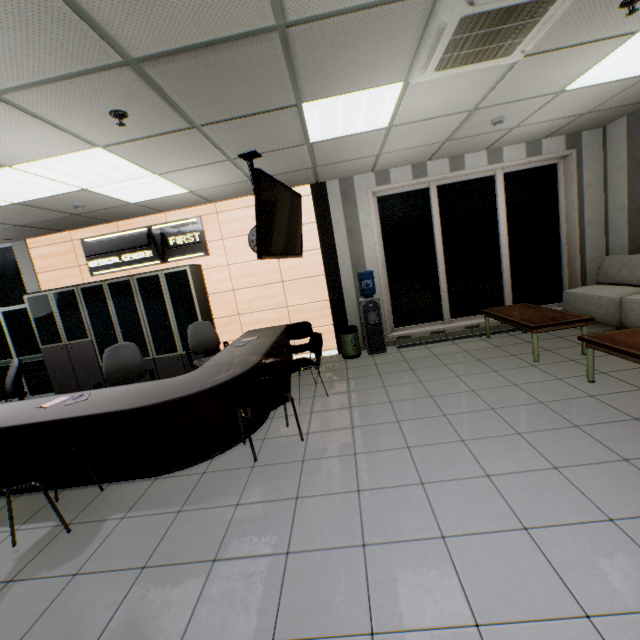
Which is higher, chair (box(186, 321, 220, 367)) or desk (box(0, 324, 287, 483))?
chair (box(186, 321, 220, 367))

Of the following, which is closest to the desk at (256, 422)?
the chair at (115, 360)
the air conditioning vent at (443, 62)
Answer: the chair at (115, 360)

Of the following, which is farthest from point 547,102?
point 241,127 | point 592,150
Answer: point 241,127

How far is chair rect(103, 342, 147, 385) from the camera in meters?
4.4

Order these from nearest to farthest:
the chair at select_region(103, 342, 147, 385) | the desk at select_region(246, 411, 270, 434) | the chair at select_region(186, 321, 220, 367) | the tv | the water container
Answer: the tv
the desk at select_region(246, 411, 270, 434)
the chair at select_region(103, 342, 147, 385)
the chair at select_region(186, 321, 220, 367)
the water container

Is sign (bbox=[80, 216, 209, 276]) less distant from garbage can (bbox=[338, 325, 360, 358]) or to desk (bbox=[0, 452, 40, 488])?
desk (bbox=[0, 452, 40, 488])

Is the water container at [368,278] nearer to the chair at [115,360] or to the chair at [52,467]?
the chair at [115,360]

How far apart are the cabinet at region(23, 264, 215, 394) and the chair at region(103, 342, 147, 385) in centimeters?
139cm
